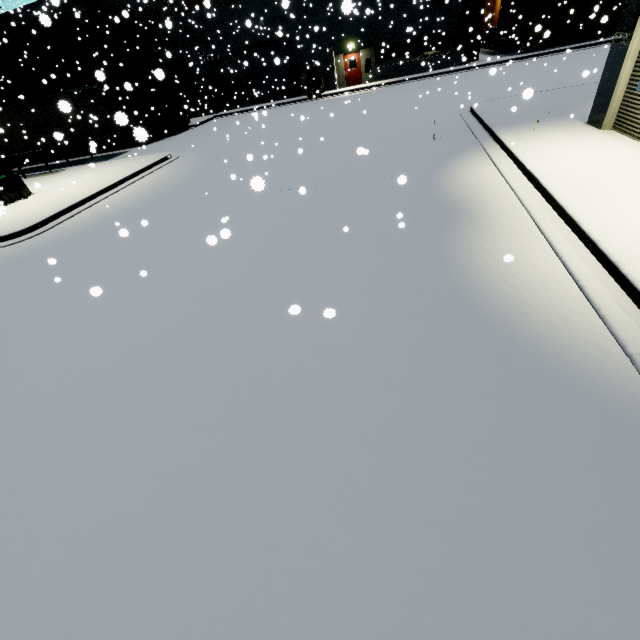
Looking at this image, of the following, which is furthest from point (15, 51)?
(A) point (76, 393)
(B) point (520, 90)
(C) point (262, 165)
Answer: (B) point (520, 90)

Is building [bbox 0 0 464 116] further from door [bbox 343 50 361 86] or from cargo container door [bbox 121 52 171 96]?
cargo container door [bbox 121 52 171 96]

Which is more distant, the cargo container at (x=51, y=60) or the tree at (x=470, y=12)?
the tree at (x=470, y=12)

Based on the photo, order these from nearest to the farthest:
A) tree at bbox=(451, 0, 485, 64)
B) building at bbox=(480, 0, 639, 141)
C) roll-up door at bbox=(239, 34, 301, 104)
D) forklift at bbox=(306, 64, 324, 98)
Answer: building at bbox=(480, 0, 639, 141) → tree at bbox=(451, 0, 485, 64) → forklift at bbox=(306, 64, 324, 98) → roll-up door at bbox=(239, 34, 301, 104)

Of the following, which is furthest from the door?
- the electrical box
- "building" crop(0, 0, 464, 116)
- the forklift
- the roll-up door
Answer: the electrical box

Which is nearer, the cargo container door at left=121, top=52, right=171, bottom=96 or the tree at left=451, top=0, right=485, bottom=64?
the cargo container door at left=121, top=52, right=171, bottom=96

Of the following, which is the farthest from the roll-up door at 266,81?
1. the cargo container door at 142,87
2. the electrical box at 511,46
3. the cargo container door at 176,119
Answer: the electrical box at 511,46

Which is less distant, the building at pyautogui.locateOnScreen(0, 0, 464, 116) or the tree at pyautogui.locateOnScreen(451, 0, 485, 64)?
the tree at pyautogui.locateOnScreen(451, 0, 485, 64)
